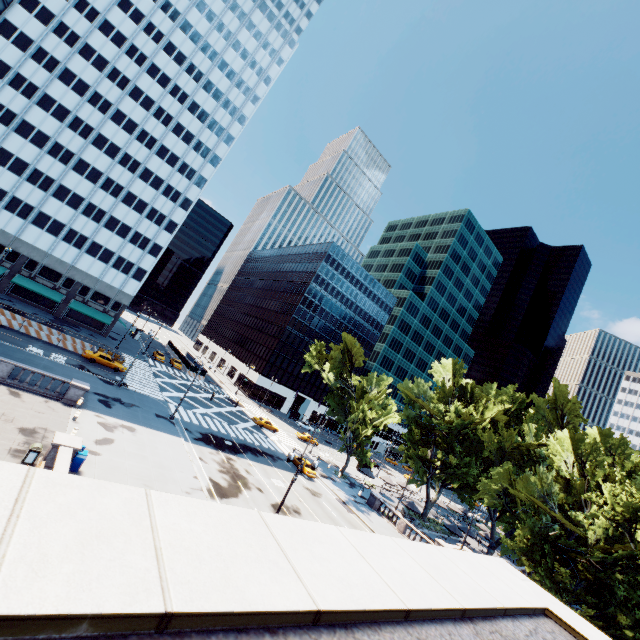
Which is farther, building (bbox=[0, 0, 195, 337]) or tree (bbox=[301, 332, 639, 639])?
building (bbox=[0, 0, 195, 337])

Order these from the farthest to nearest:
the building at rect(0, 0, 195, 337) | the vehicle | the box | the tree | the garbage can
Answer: the building at rect(0, 0, 195, 337) < the vehicle < the tree < the box < the garbage can

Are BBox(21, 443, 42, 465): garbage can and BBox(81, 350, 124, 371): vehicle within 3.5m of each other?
no

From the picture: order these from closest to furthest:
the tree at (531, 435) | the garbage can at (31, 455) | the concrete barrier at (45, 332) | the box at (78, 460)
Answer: the garbage can at (31, 455) → the box at (78, 460) → the tree at (531, 435) → the concrete barrier at (45, 332)

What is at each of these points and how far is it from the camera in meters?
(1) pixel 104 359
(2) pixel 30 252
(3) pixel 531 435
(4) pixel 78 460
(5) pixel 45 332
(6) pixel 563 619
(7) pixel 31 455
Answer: (1) vehicle, 41.7 m
(2) building, 52.0 m
(3) tree, 45.4 m
(4) box, 18.8 m
(5) concrete barrier, 42.9 m
(6) building, 4.9 m
(7) garbage can, 17.5 m

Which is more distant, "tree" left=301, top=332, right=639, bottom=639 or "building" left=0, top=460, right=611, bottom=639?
"tree" left=301, top=332, right=639, bottom=639

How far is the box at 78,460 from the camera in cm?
1871

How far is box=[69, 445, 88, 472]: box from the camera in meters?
18.7
